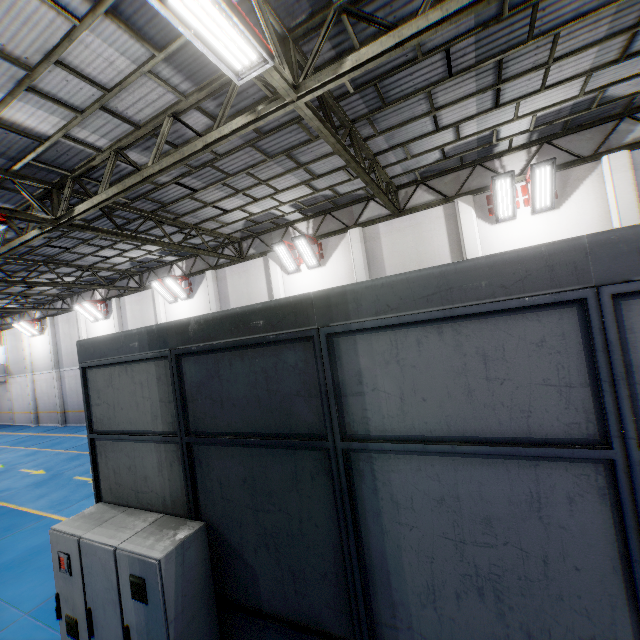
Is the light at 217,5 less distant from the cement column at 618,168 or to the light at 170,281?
the cement column at 618,168

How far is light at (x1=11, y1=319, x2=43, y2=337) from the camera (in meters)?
23.45

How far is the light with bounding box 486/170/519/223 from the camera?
9.5m

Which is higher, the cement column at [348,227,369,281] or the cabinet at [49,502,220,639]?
the cement column at [348,227,369,281]

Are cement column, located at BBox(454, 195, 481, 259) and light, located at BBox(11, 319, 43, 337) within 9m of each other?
no

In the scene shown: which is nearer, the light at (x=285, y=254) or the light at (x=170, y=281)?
the light at (x=285, y=254)

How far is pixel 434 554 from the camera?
2.58m

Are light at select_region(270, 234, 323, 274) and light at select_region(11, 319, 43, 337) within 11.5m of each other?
no
